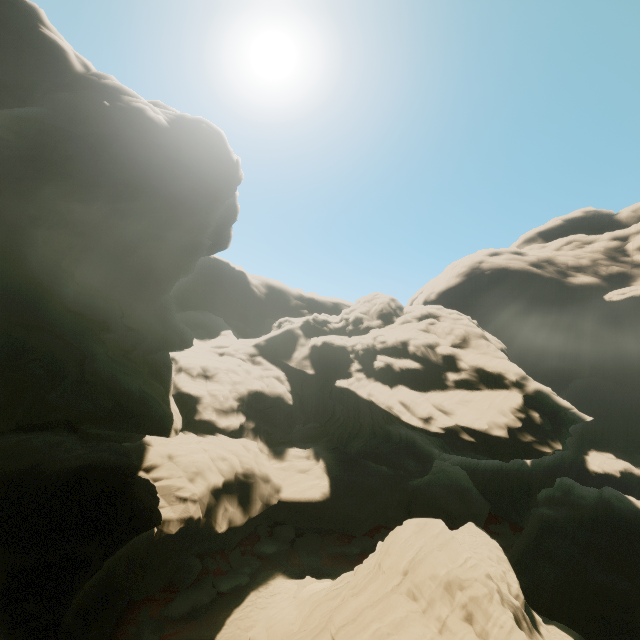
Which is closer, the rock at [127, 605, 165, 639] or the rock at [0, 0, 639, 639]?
the rock at [0, 0, 639, 639]

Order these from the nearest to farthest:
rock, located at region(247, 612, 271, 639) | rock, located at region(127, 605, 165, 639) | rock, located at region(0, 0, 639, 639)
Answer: rock, located at region(0, 0, 639, 639)
rock, located at region(127, 605, 165, 639)
rock, located at region(247, 612, 271, 639)

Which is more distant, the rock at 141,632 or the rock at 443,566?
the rock at 141,632

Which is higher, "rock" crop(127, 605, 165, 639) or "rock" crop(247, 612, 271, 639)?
"rock" crop(247, 612, 271, 639)

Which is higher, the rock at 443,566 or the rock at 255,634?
the rock at 443,566

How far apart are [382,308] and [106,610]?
42.0 meters
